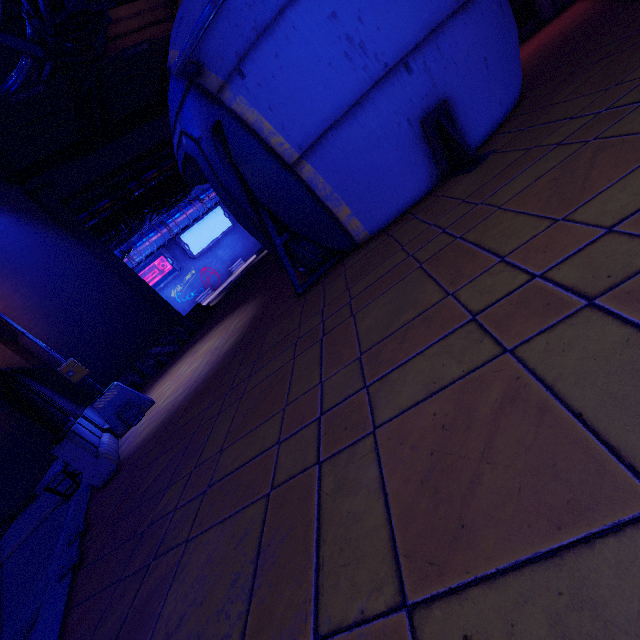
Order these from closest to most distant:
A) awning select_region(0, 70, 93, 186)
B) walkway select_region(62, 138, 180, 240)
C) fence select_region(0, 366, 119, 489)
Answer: fence select_region(0, 366, 119, 489), awning select_region(0, 70, 93, 186), walkway select_region(62, 138, 180, 240)

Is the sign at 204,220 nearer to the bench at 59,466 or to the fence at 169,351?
the fence at 169,351

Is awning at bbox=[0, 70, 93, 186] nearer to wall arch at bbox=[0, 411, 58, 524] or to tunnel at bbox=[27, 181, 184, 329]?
tunnel at bbox=[27, 181, 184, 329]

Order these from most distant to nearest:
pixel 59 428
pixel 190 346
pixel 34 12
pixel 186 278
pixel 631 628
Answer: pixel 186 278
pixel 190 346
pixel 34 12
pixel 59 428
pixel 631 628

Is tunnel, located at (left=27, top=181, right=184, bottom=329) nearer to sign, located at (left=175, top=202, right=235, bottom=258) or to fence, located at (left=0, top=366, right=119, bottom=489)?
fence, located at (left=0, top=366, right=119, bottom=489)

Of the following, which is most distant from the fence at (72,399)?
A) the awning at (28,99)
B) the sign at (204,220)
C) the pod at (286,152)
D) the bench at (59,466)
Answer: the sign at (204,220)

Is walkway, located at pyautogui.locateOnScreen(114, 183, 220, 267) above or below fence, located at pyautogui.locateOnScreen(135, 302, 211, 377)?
above

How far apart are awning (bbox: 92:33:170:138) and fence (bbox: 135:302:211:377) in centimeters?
1017cm
